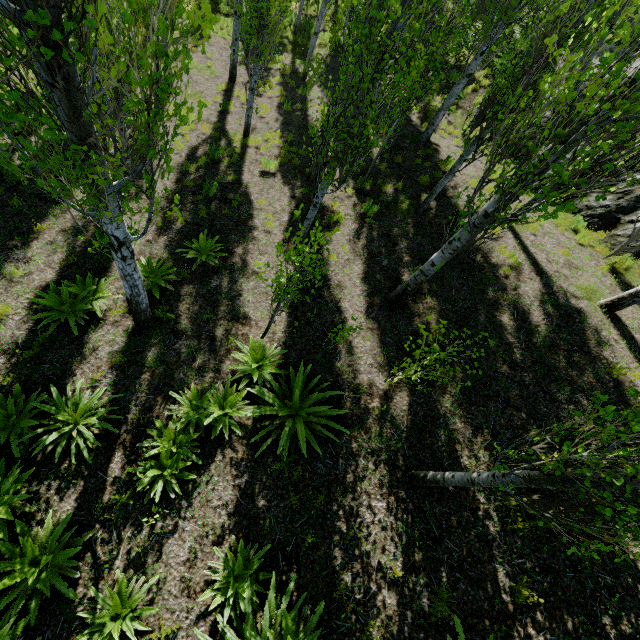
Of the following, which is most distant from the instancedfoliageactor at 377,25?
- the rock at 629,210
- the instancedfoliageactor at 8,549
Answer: the instancedfoliageactor at 8,549

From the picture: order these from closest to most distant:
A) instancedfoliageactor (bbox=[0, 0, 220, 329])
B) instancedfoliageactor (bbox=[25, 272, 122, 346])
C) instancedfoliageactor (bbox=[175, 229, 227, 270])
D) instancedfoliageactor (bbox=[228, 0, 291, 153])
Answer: instancedfoliageactor (bbox=[0, 0, 220, 329])
instancedfoliageactor (bbox=[25, 272, 122, 346])
instancedfoliageactor (bbox=[175, 229, 227, 270])
instancedfoliageactor (bbox=[228, 0, 291, 153])

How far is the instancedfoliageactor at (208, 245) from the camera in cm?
757

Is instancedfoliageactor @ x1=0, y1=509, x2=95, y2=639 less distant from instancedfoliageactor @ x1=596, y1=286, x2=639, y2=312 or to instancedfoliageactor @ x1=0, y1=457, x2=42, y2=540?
instancedfoliageactor @ x1=0, y1=457, x2=42, y2=540

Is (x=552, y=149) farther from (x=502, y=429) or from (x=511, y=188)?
(x=502, y=429)

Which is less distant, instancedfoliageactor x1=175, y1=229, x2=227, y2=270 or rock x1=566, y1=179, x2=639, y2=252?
instancedfoliageactor x1=175, y1=229, x2=227, y2=270

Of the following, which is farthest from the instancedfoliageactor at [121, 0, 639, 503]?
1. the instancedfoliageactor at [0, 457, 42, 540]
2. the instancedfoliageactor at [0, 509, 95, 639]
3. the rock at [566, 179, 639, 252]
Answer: the instancedfoliageactor at [0, 457, 42, 540]
